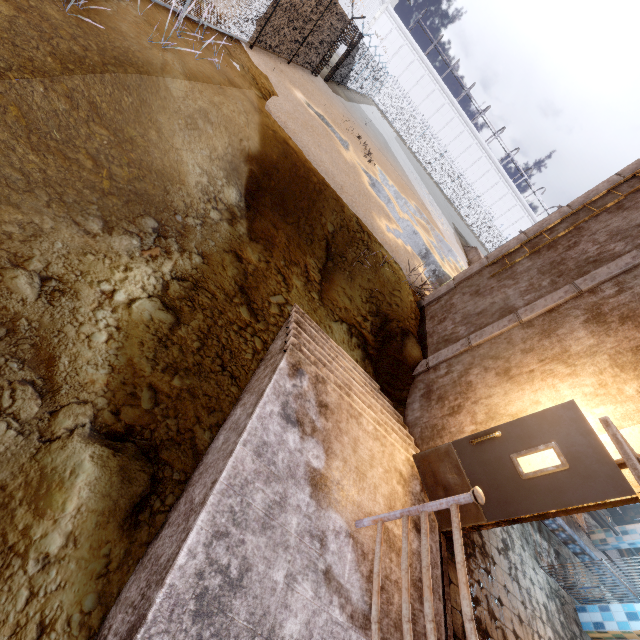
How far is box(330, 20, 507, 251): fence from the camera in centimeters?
2323cm

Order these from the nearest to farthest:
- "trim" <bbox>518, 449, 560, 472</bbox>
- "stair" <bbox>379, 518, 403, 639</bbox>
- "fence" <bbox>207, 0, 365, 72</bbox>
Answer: "stair" <bbox>379, 518, 403, 639</bbox>, "trim" <bbox>518, 449, 560, 472</bbox>, "fence" <bbox>207, 0, 365, 72</bbox>

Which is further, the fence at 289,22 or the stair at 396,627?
the fence at 289,22

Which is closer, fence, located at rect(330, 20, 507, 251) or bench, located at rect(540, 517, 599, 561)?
bench, located at rect(540, 517, 599, 561)

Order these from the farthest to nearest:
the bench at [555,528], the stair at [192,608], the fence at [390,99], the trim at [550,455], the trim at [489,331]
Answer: the fence at [390,99] → the bench at [555,528] → the trim at [489,331] → the trim at [550,455] → the stair at [192,608]

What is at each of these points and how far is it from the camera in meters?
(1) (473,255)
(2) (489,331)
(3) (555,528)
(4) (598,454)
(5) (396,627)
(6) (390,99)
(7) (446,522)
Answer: (1) stair, 24.5 m
(2) trim, 6.4 m
(3) bench, 7.0 m
(4) door, 3.4 m
(5) stair, 3.0 m
(6) fence, 43.0 m
(7) door, 4.3 m

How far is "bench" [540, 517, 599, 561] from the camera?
6.94m

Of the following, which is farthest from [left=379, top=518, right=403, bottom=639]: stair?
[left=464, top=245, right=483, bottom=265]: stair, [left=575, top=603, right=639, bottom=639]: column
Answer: [left=464, top=245, right=483, bottom=265]: stair
